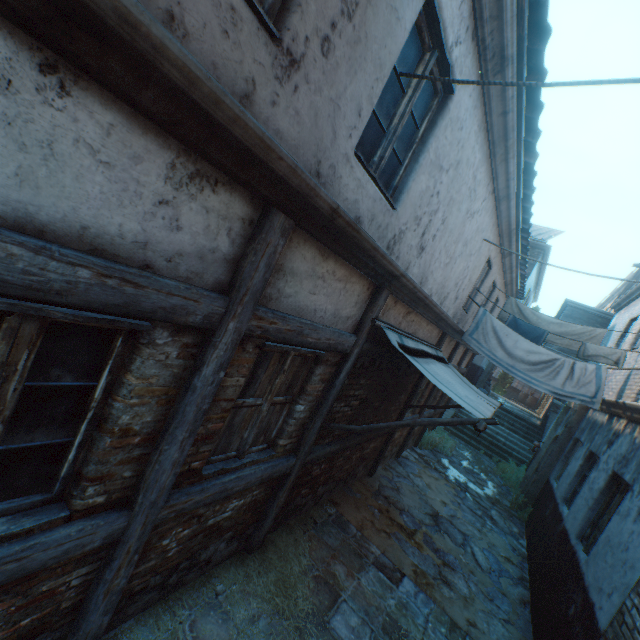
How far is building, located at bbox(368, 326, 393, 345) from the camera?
4.2 meters

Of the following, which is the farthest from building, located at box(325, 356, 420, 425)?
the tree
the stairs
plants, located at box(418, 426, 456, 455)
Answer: the stairs

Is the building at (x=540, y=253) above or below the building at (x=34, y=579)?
above

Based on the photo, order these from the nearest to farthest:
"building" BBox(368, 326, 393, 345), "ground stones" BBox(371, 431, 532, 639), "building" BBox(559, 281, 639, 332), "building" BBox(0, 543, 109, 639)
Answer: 1. "building" BBox(0, 543, 109, 639)
2. "building" BBox(368, 326, 393, 345)
3. "ground stones" BBox(371, 431, 532, 639)
4. "building" BBox(559, 281, 639, 332)

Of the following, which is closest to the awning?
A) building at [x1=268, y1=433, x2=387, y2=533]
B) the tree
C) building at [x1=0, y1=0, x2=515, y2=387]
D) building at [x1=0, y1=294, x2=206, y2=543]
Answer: building at [x1=0, y1=0, x2=515, y2=387]

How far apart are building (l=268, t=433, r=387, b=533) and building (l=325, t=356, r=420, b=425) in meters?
0.2

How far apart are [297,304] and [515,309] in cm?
854

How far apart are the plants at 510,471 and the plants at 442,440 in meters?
1.2 m
